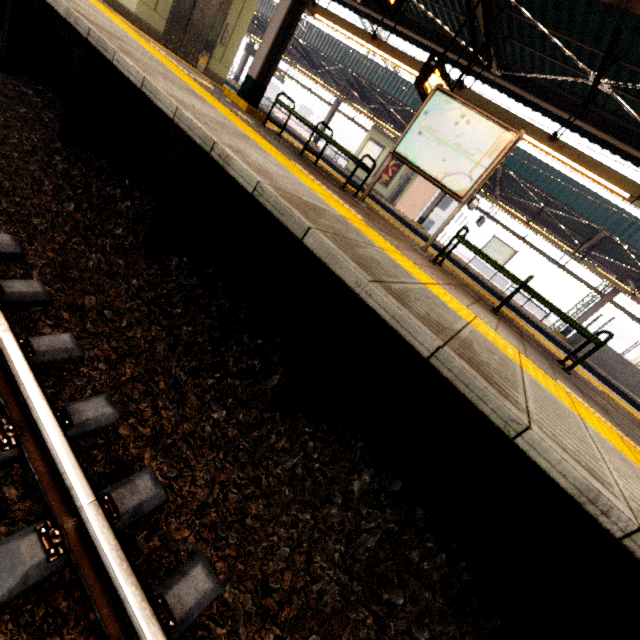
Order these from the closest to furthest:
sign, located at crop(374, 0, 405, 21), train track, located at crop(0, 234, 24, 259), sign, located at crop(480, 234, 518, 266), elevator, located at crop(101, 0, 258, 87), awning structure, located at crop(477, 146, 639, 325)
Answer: train track, located at crop(0, 234, 24, 259), sign, located at crop(374, 0, 405, 21), elevator, located at crop(101, 0, 258, 87), awning structure, located at crop(477, 146, 639, 325), sign, located at crop(480, 234, 518, 266)

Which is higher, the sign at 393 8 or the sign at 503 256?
the sign at 393 8

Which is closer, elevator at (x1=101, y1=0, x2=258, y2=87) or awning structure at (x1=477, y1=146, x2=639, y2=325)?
elevator at (x1=101, y1=0, x2=258, y2=87)

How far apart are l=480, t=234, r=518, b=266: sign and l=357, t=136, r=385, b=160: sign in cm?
802

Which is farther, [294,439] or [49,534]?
[294,439]

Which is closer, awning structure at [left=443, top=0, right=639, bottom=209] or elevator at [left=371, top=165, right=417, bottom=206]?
awning structure at [left=443, top=0, right=639, bottom=209]

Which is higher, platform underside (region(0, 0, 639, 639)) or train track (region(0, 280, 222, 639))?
platform underside (region(0, 0, 639, 639))

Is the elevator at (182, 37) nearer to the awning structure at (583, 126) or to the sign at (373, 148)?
the awning structure at (583, 126)
